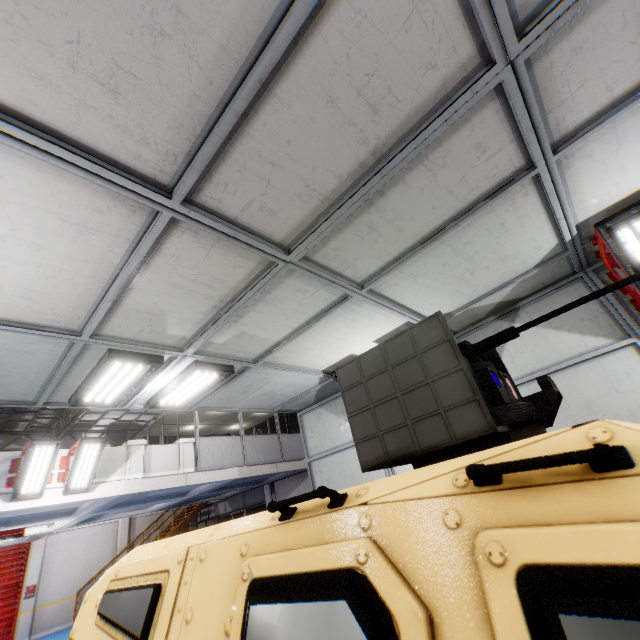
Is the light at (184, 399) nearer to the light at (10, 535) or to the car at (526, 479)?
the car at (526, 479)

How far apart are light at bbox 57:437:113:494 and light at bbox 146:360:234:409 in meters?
5.3 m

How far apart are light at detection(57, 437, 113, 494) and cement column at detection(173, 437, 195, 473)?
2.40m

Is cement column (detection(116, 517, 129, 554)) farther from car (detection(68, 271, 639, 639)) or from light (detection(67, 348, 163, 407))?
car (detection(68, 271, 639, 639))

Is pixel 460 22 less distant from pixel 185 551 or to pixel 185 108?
pixel 185 108

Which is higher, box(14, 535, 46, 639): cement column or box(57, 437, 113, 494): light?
box(57, 437, 113, 494): light

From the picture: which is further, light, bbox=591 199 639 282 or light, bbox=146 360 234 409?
light, bbox=146 360 234 409

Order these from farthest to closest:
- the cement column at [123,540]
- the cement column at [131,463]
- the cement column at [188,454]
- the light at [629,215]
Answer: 1. the cement column at [123,540]
2. the cement column at [188,454]
3. the cement column at [131,463]
4. the light at [629,215]
